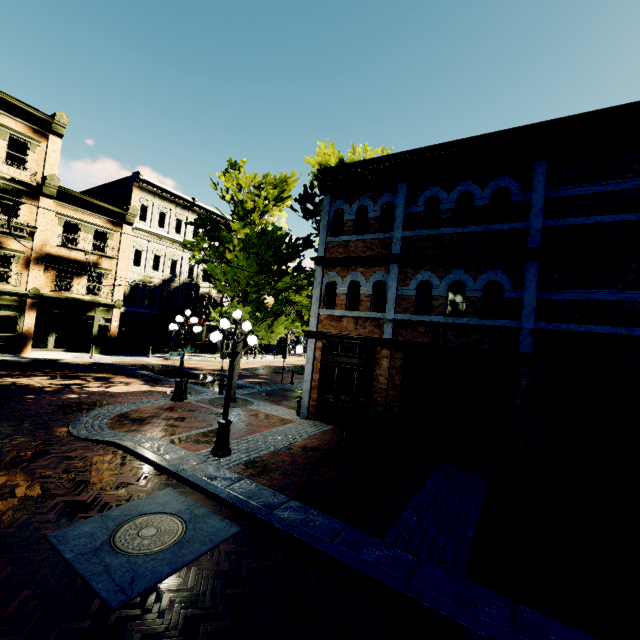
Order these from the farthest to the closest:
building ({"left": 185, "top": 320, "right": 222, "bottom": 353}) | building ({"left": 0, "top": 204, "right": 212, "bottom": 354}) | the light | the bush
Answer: building ({"left": 185, "top": 320, "right": 222, "bottom": 353}) < building ({"left": 0, "top": 204, "right": 212, "bottom": 354}) < the bush < the light

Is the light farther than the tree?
No

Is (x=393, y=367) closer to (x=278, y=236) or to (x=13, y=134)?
(x=278, y=236)

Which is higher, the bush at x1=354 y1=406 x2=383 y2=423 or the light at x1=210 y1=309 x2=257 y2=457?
the bush at x1=354 y1=406 x2=383 y2=423

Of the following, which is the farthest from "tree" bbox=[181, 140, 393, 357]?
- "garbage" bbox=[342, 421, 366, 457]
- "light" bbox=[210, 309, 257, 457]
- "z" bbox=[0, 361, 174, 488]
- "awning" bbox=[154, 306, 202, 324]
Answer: "garbage" bbox=[342, 421, 366, 457]

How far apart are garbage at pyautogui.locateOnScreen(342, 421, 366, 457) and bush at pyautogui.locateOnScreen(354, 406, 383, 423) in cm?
43

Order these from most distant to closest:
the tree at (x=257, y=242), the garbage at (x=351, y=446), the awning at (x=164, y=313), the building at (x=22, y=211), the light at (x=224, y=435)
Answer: the awning at (x=164, y=313) → the building at (x=22, y=211) → the tree at (x=257, y=242) → the garbage at (x=351, y=446) → the light at (x=224, y=435)

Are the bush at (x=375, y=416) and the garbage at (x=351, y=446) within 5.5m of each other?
yes
